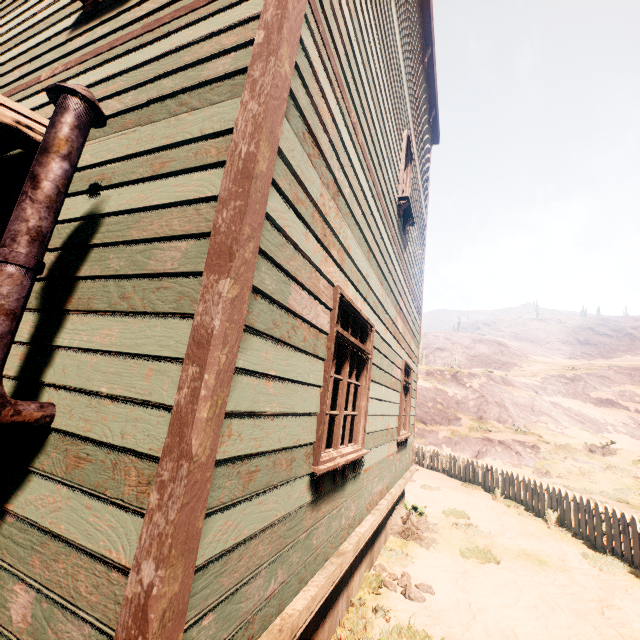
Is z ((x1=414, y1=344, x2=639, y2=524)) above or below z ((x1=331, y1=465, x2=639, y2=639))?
above

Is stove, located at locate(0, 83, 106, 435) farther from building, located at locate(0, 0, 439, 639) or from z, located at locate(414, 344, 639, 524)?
z, located at locate(414, 344, 639, 524)

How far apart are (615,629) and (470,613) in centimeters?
192cm

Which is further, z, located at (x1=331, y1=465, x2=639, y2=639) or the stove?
z, located at (x1=331, y1=465, x2=639, y2=639)

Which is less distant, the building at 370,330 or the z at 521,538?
the building at 370,330

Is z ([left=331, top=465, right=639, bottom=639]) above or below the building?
below

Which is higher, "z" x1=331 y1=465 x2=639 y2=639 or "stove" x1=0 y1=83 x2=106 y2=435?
"stove" x1=0 y1=83 x2=106 y2=435

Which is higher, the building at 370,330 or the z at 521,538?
the building at 370,330
